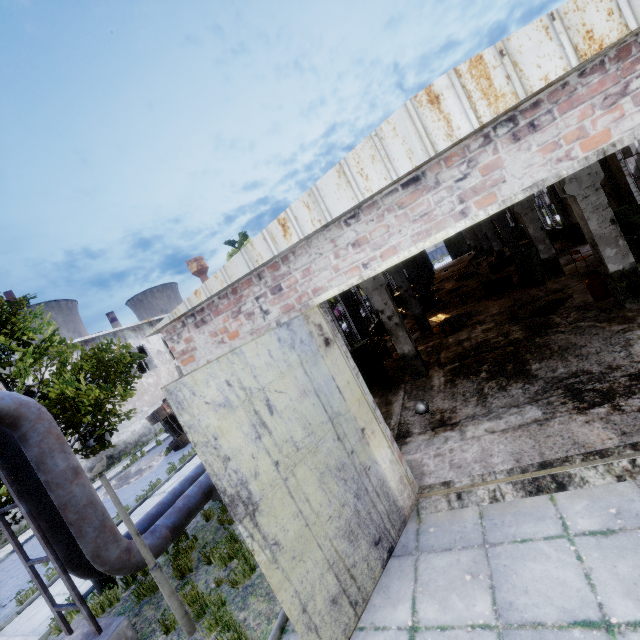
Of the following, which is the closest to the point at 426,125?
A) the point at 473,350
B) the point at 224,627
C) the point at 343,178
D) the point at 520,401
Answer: the point at 343,178

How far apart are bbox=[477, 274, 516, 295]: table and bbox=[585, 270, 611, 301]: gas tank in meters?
5.3 m

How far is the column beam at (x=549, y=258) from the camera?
13.6m

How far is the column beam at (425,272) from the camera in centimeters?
1605cm

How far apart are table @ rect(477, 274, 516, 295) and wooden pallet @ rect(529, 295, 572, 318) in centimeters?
369cm

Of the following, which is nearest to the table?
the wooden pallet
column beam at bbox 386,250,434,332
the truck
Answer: the wooden pallet

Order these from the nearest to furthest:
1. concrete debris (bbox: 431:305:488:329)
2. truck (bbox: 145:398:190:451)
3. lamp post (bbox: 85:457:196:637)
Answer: lamp post (bbox: 85:457:196:637) → concrete debris (bbox: 431:305:488:329) → truck (bbox: 145:398:190:451)

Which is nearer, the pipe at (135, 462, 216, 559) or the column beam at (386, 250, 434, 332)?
the pipe at (135, 462, 216, 559)
